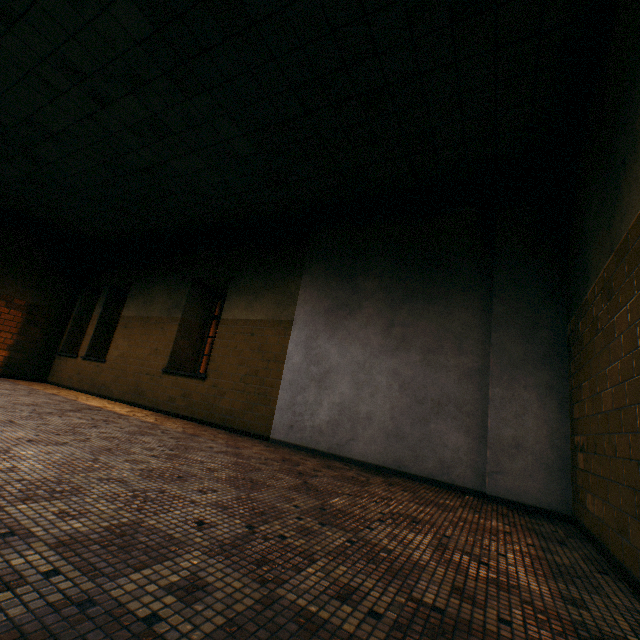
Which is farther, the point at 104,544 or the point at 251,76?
the point at 251,76
